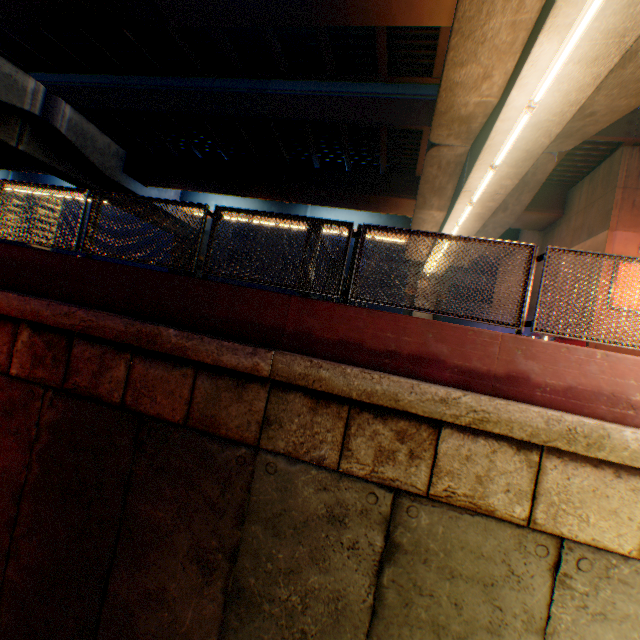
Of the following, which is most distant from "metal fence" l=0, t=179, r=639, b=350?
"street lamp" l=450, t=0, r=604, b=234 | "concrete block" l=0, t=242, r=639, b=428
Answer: "street lamp" l=450, t=0, r=604, b=234

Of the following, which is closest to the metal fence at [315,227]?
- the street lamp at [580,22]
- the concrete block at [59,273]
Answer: the concrete block at [59,273]

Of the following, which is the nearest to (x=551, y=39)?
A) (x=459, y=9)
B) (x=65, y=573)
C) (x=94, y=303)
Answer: (x=459, y=9)

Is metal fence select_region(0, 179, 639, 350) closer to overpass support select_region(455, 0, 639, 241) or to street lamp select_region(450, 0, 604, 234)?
overpass support select_region(455, 0, 639, 241)

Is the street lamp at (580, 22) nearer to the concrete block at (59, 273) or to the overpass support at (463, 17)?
the overpass support at (463, 17)

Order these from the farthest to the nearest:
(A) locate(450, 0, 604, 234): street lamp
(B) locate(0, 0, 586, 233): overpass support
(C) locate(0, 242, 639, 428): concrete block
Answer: (B) locate(0, 0, 586, 233): overpass support
(A) locate(450, 0, 604, 234): street lamp
(C) locate(0, 242, 639, 428): concrete block
